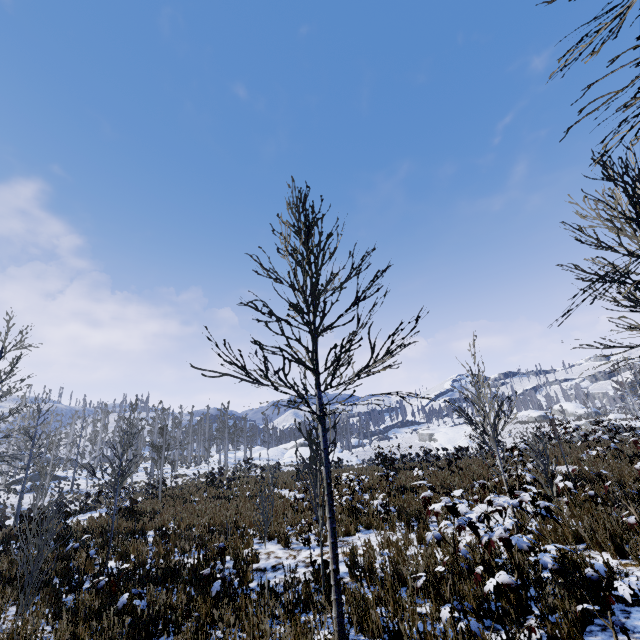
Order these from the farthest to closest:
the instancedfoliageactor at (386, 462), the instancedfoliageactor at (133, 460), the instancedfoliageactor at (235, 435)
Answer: the instancedfoliageactor at (235, 435), the instancedfoliageactor at (386, 462), the instancedfoliageactor at (133, 460)

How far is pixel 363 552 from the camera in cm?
697

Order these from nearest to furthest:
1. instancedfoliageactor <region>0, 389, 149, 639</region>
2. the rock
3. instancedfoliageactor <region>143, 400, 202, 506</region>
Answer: instancedfoliageactor <region>0, 389, 149, 639</region>, instancedfoliageactor <region>143, 400, 202, 506</region>, the rock

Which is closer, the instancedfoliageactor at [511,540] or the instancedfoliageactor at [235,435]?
the instancedfoliageactor at [511,540]

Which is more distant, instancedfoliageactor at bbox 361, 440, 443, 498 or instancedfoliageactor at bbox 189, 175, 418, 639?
instancedfoliageactor at bbox 361, 440, 443, 498

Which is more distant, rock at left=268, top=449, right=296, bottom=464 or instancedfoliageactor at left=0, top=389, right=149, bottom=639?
rock at left=268, top=449, right=296, bottom=464
